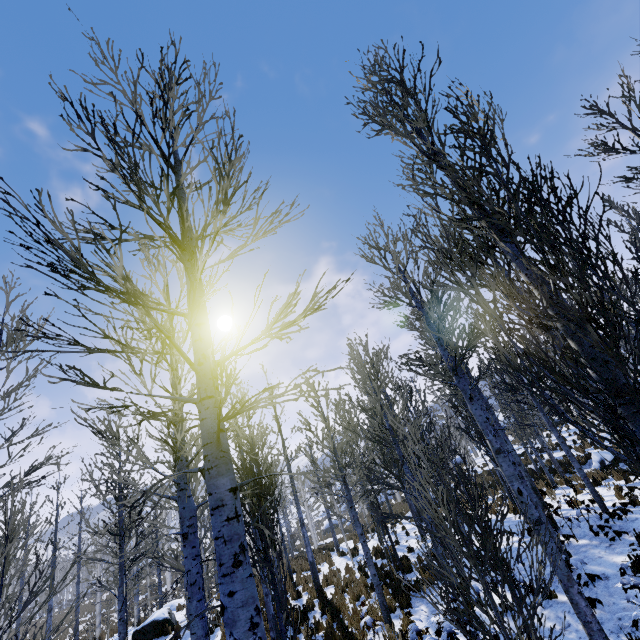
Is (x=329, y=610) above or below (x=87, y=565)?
below
